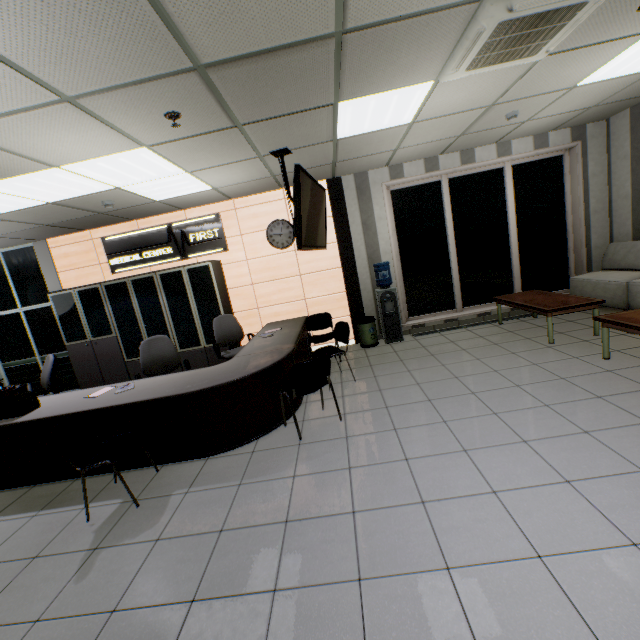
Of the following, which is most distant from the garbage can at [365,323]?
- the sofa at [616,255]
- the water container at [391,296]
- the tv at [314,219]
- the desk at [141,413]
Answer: the sofa at [616,255]

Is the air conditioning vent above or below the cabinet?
above

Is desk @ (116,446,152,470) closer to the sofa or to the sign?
the sign

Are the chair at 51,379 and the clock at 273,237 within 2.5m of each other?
no

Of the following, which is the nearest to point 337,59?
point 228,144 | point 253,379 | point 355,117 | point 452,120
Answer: point 355,117

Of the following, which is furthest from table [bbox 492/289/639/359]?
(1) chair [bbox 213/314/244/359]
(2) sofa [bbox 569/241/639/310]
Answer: (1) chair [bbox 213/314/244/359]

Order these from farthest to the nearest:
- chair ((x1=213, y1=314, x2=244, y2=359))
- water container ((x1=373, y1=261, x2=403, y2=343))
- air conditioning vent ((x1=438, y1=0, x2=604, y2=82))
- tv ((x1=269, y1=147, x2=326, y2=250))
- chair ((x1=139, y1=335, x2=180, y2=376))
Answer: water container ((x1=373, y1=261, x2=403, y2=343)) → chair ((x1=213, y1=314, x2=244, y2=359)) → chair ((x1=139, y1=335, x2=180, y2=376)) → tv ((x1=269, y1=147, x2=326, y2=250)) → air conditioning vent ((x1=438, y1=0, x2=604, y2=82))

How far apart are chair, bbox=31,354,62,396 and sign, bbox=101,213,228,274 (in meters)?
2.10
